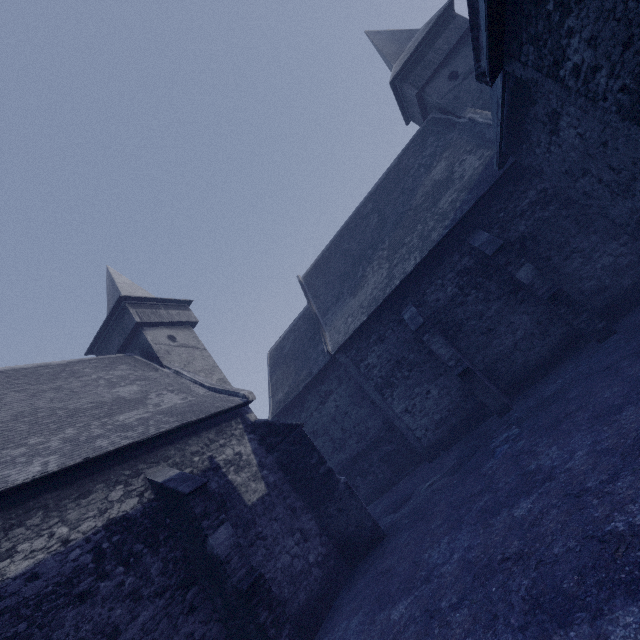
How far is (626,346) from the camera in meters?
9.3
